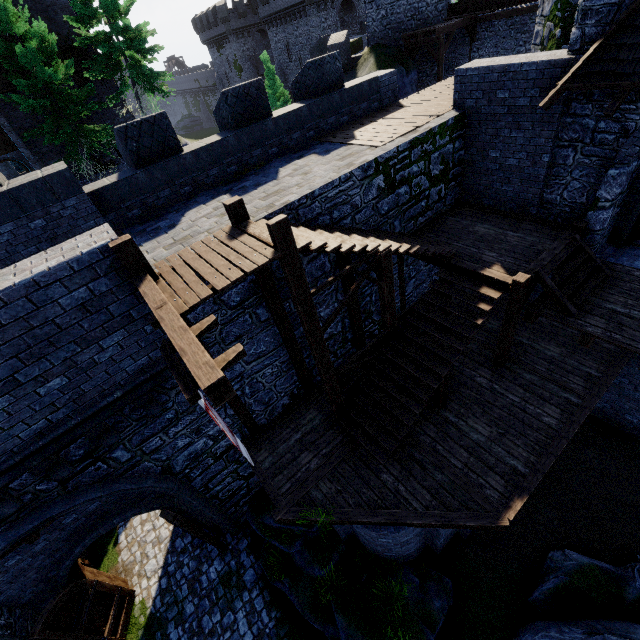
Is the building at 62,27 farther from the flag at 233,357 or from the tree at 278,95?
the flag at 233,357

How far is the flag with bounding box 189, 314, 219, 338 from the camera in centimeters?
438cm

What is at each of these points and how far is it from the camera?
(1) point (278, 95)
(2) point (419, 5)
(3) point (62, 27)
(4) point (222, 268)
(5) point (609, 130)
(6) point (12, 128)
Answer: (1) tree, 28.47m
(2) building tower, 20.62m
(3) building, 22.05m
(4) walkway, 5.38m
(5) building tower, 7.47m
(6) building, 20.55m

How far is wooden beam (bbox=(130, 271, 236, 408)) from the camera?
3.27m

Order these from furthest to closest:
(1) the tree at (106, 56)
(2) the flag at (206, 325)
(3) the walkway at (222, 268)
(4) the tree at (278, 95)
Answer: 1. (4) the tree at (278, 95)
2. (1) the tree at (106, 56)
3. (3) the walkway at (222, 268)
4. (2) the flag at (206, 325)

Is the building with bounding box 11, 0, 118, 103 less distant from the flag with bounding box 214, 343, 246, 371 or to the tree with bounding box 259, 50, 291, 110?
the tree with bounding box 259, 50, 291, 110

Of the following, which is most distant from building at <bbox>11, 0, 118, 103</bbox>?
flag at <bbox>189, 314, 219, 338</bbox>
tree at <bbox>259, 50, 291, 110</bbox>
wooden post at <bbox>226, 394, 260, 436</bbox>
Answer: flag at <bbox>189, 314, 219, 338</bbox>

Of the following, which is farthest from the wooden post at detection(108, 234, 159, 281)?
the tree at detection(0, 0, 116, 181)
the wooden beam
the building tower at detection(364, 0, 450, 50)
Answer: the building tower at detection(364, 0, 450, 50)
